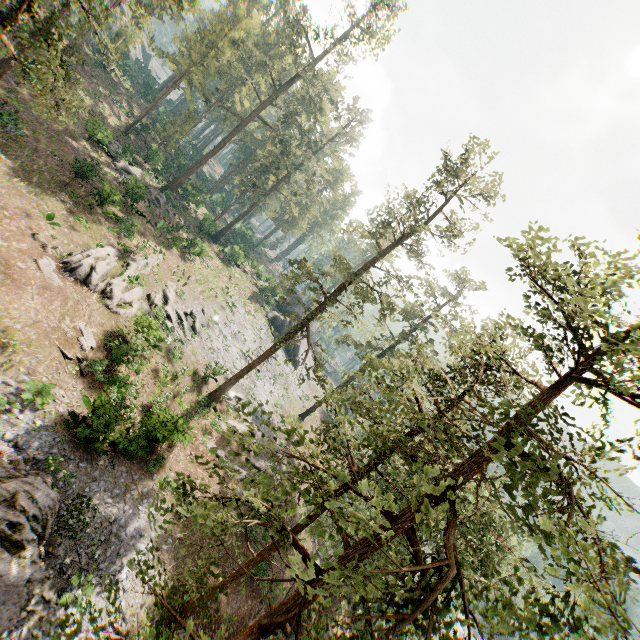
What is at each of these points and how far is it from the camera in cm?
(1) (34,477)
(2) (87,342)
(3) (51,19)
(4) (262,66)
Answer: (1) rock, 1296
(2) foliage, 1972
(3) foliage, 2347
(4) foliage, 3984

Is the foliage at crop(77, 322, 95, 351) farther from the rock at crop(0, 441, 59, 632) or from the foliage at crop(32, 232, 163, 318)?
the rock at crop(0, 441, 59, 632)

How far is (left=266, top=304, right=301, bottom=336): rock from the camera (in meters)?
52.59

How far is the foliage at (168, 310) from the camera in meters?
26.7

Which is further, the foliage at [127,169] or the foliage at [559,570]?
the foliage at [127,169]

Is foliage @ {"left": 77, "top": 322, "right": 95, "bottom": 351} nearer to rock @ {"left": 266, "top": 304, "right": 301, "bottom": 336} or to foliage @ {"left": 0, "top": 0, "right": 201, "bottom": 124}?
foliage @ {"left": 0, "top": 0, "right": 201, "bottom": 124}

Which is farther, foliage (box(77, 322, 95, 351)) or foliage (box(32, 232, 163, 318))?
foliage (box(32, 232, 163, 318))
